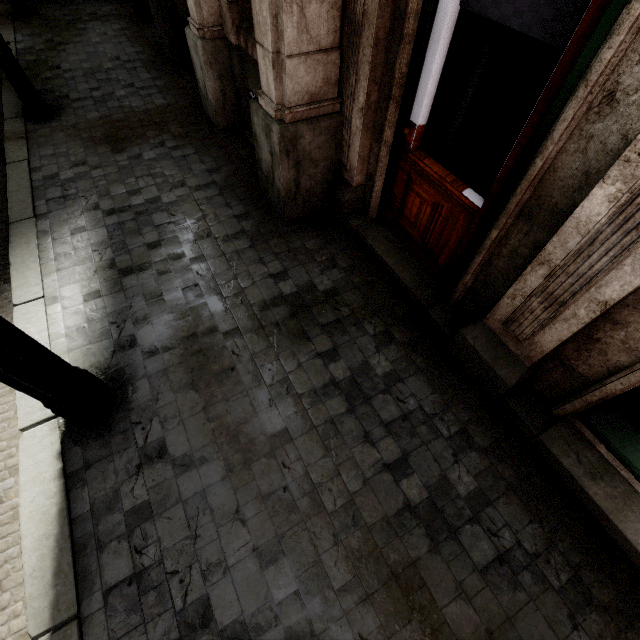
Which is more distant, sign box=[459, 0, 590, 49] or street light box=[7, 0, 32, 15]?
street light box=[7, 0, 32, 15]

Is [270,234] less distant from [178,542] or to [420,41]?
[420,41]

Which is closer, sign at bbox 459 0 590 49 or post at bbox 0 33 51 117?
sign at bbox 459 0 590 49

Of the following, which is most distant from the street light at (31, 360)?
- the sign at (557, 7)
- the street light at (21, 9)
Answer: the street light at (21, 9)

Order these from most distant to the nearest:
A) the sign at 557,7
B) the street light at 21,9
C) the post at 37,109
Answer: the street light at 21,9, the post at 37,109, the sign at 557,7

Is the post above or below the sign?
below

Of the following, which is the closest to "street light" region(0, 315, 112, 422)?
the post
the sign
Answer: the sign
